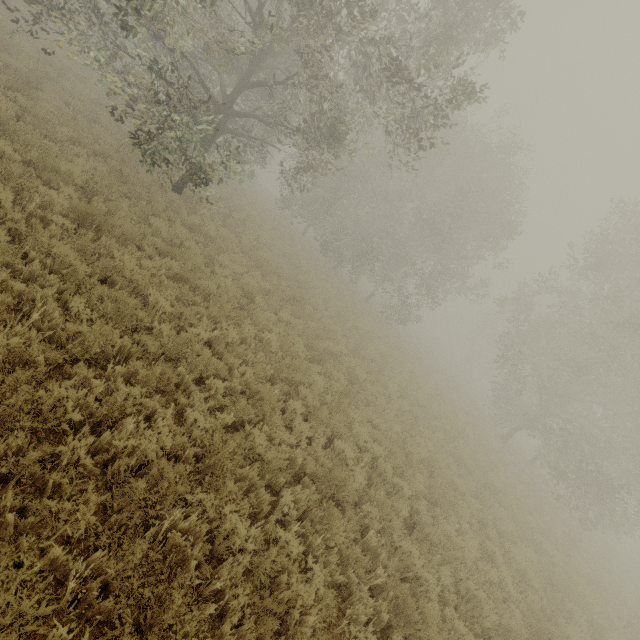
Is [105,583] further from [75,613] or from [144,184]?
[144,184]
